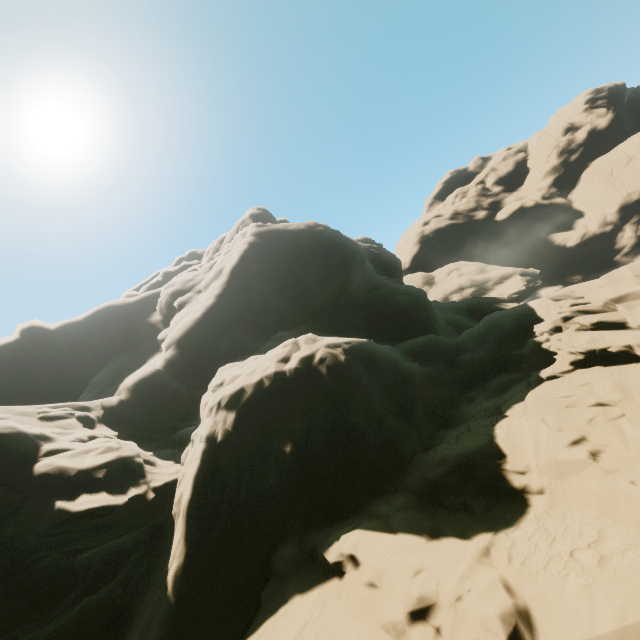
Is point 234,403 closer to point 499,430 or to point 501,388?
point 499,430
